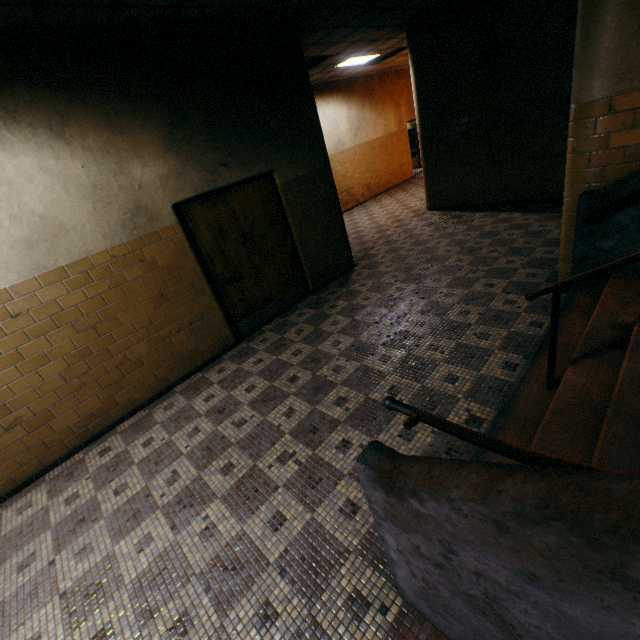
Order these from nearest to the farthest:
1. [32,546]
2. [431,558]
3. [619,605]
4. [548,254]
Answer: [619,605]
[431,558]
[32,546]
[548,254]

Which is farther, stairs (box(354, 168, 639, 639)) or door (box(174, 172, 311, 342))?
door (box(174, 172, 311, 342))

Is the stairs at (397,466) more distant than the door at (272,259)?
No

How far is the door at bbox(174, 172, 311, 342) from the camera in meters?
4.5

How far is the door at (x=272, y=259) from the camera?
4.5 meters
